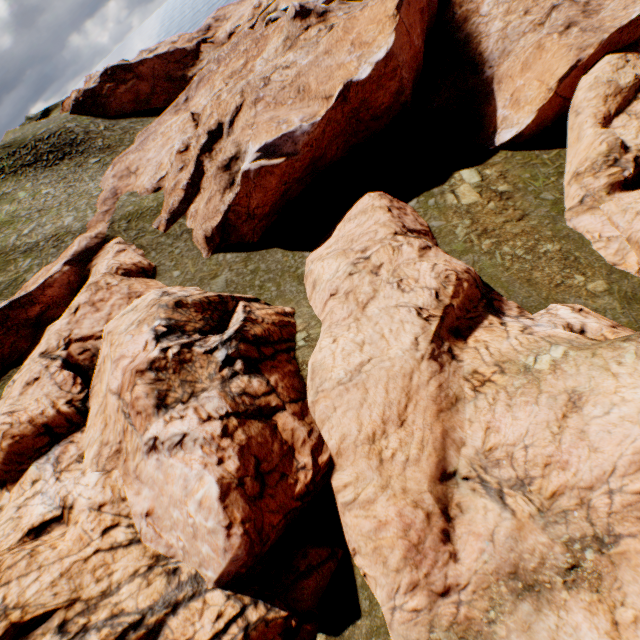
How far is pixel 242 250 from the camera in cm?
2772
